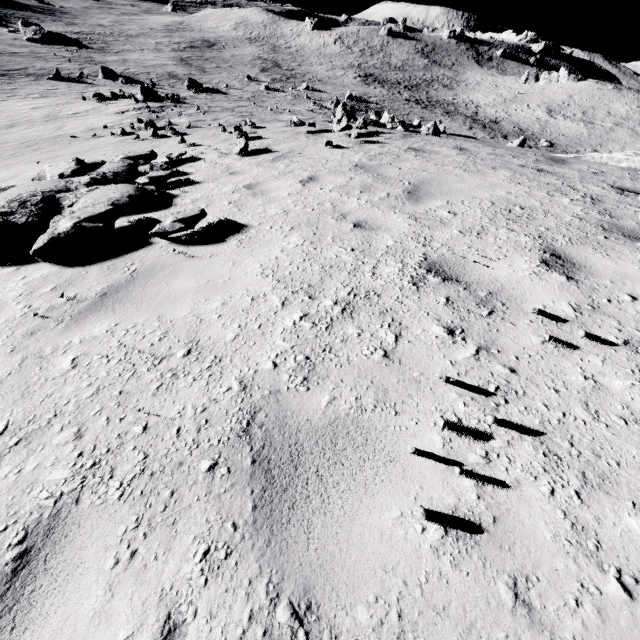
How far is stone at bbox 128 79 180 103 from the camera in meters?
26.7

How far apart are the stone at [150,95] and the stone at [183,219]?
33.3 meters

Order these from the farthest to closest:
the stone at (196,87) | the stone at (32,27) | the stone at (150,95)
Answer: the stone at (32,27)
the stone at (196,87)
the stone at (150,95)

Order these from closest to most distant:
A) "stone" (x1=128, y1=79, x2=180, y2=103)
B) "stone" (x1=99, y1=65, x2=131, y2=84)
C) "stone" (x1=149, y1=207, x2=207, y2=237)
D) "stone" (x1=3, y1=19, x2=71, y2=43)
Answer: "stone" (x1=149, y1=207, x2=207, y2=237), "stone" (x1=128, y1=79, x2=180, y2=103), "stone" (x1=99, y1=65, x2=131, y2=84), "stone" (x1=3, y1=19, x2=71, y2=43)

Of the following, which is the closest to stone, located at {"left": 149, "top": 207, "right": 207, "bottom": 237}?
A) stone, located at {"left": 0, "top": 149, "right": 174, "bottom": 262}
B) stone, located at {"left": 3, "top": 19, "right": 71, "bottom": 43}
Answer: A: stone, located at {"left": 0, "top": 149, "right": 174, "bottom": 262}

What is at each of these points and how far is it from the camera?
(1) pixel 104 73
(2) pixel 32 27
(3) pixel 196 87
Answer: (1) stone, 38.4m
(2) stone, 54.9m
(3) stone, 38.5m

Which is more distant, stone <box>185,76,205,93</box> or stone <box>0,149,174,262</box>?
stone <box>185,76,205,93</box>

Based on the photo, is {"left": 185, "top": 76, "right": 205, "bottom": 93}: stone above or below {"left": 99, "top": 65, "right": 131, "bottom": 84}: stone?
above
